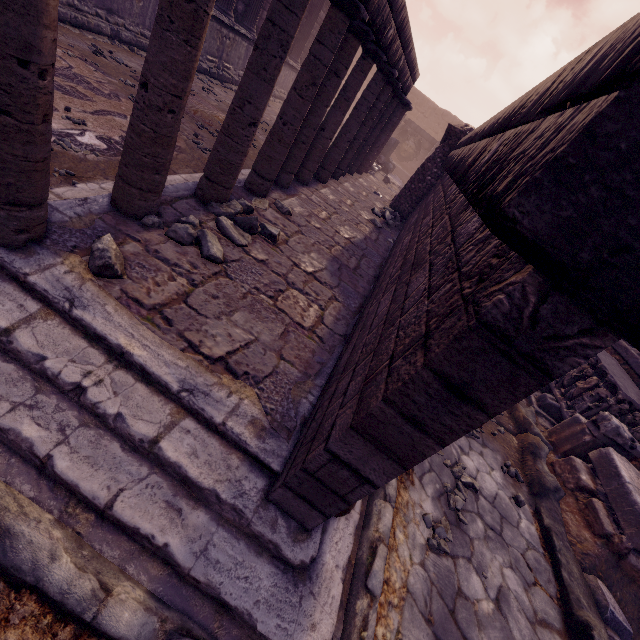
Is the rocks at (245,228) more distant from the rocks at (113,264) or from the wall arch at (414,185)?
the wall arch at (414,185)

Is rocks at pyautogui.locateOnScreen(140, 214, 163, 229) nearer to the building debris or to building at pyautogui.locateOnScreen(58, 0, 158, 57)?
building at pyautogui.locateOnScreen(58, 0, 158, 57)

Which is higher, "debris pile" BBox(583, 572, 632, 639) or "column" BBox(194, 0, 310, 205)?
"column" BBox(194, 0, 310, 205)

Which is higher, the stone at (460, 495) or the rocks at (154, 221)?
the rocks at (154, 221)

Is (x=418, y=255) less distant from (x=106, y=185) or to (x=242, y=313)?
(x=242, y=313)

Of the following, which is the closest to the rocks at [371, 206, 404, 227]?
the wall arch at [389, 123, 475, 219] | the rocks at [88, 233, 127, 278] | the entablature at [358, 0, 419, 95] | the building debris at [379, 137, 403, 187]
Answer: the wall arch at [389, 123, 475, 219]

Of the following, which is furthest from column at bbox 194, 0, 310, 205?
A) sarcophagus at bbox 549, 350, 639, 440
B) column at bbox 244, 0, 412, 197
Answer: sarcophagus at bbox 549, 350, 639, 440
